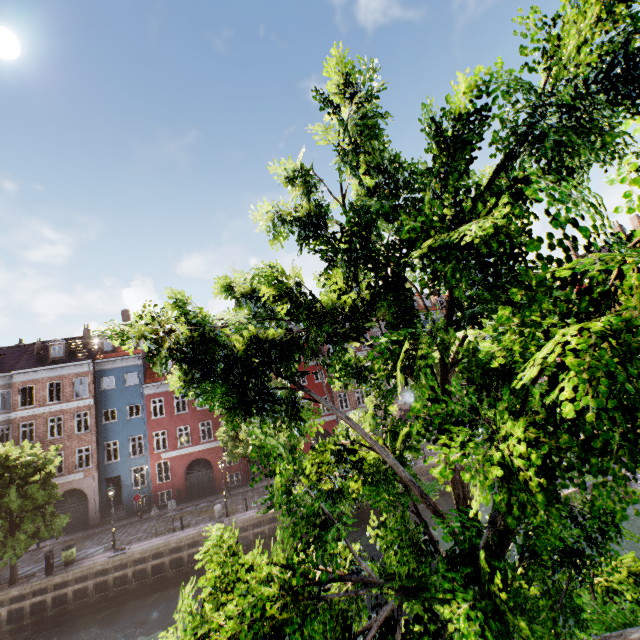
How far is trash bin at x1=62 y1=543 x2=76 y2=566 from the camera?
19.3m

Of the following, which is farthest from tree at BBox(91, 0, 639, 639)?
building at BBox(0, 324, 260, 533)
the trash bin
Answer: building at BBox(0, 324, 260, 533)

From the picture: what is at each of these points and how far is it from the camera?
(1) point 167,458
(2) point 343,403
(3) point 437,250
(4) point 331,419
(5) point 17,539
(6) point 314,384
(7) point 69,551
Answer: (1) building, 29.3m
(2) building, 34.2m
(3) tree, 2.3m
(4) building, 33.8m
(5) tree, 18.0m
(6) building, 34.4m
(7) trash bin, 19.5m

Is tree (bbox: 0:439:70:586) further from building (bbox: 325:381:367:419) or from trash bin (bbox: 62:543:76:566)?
building (bbox: 325:381:367:419)

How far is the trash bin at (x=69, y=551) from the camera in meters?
19.3

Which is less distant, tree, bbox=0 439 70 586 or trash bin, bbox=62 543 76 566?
tree, bbox=0 439 70 586

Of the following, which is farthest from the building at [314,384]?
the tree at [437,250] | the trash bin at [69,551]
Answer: the trash bin at [69,551]

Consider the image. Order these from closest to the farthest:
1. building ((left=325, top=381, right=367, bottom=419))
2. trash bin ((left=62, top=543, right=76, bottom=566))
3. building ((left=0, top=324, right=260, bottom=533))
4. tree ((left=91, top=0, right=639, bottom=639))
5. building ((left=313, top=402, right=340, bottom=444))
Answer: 1. tree ((left=91, top=0, right=639, bottom=639))
2. trash bin ((left=62, top=543, right=76, bottom=566))
3. building ((left=0, top=324, right=260, bottom=533))
4. building ((left=313, top=402, right=340, bottom=444))
5. building ((left=325, top=381, right=367, bottom=419))
